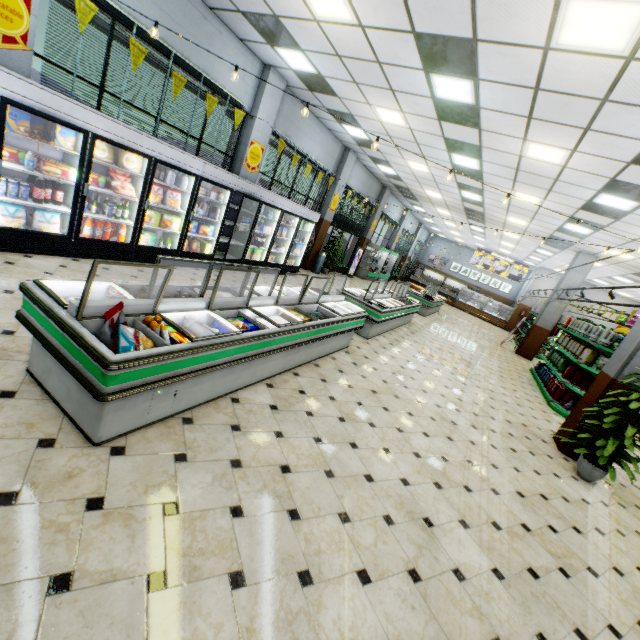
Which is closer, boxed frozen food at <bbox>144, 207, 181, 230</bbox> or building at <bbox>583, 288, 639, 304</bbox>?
boxed frozen food at <bbox>144, 207, 181, 230</bbox>

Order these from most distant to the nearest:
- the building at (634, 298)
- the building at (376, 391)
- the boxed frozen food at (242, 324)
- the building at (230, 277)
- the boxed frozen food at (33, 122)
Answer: the building at (634, 298) < the building at (230, 277) < the boxed frozen food at (33, 122) < the boxed frozen food at (242, 324) < the building at (376, 391)

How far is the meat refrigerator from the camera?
2.2 meters

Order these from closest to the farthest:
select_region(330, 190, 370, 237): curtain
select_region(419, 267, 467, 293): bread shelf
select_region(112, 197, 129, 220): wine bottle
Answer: select_region(112, 197, 129, 220): wine bottle → select_region(330, 190, 370, 237): curtain → select_region(419, 267, 467, 293): bread shelf

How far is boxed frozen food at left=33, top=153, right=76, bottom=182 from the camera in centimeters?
461cm

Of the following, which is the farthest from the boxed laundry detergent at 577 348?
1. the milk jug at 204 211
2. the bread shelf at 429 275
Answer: the bread shelf at 429 275

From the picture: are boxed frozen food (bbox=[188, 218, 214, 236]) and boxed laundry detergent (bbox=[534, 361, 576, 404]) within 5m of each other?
no

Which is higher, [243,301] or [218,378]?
[243,301]
